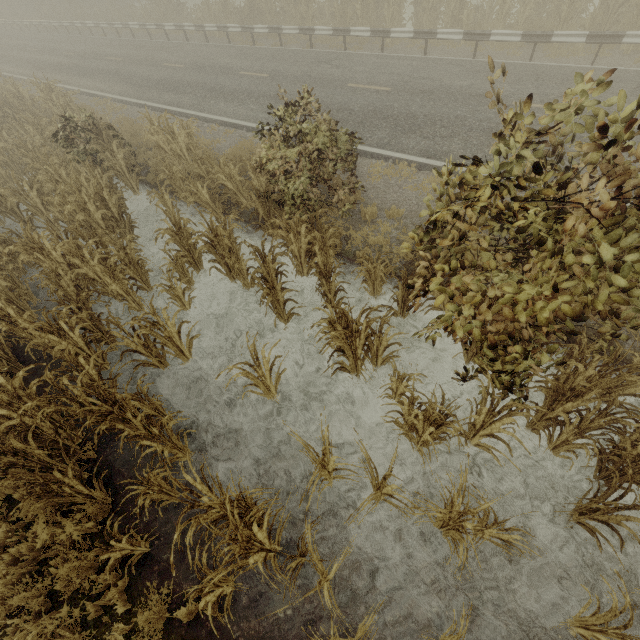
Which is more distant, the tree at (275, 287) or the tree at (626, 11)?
the tree at (626, 11)

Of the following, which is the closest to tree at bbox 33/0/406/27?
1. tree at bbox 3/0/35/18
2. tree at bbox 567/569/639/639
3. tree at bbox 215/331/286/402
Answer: tree at bbox 3/0/35/18

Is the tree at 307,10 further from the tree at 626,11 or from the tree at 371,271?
the tree at 371,271

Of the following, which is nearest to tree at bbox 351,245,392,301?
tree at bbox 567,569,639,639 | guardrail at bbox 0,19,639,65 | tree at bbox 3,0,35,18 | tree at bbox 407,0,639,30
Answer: tree at bbox 567,569,639,639

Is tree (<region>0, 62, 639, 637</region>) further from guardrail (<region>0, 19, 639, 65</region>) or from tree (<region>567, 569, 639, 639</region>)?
guardrail (<region>0, 19, 639, 65</region>)

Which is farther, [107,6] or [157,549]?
[107,6]

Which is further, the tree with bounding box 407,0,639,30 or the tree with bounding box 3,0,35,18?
the tree with bounding box 3,0,35,18

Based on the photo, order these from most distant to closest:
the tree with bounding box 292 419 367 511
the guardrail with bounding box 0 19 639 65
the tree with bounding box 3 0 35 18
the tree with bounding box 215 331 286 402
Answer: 1. the tree with bounding box 3 0 35 18
2. the guardrail with bounding box 0 19 639 65
3. the tree with bounding box 215 331 286 402
4. the tree with bounding box 292 419 367 511
